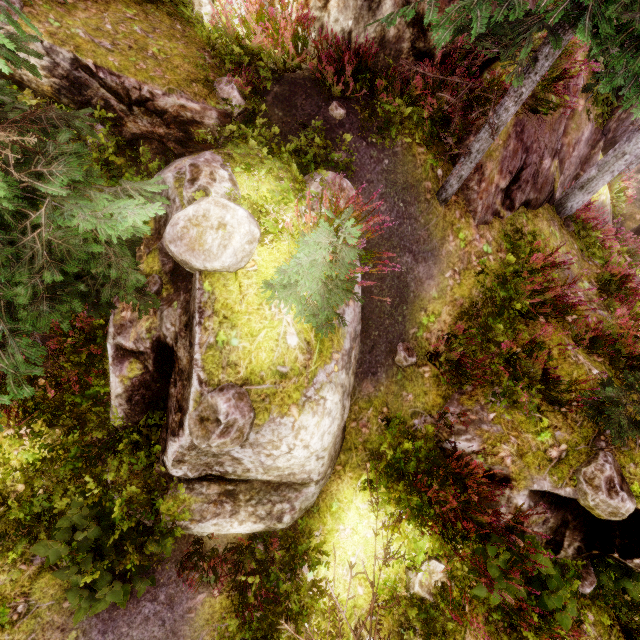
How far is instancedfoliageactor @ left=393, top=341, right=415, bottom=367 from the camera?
5.93m

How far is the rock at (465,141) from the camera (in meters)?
6.12

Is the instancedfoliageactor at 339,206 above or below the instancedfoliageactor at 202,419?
above

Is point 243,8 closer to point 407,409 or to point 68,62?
point 68,62

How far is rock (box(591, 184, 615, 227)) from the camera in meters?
11.8 m

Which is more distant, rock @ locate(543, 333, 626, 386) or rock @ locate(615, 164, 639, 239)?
rock @ locate(615, 164, 639, 239)
